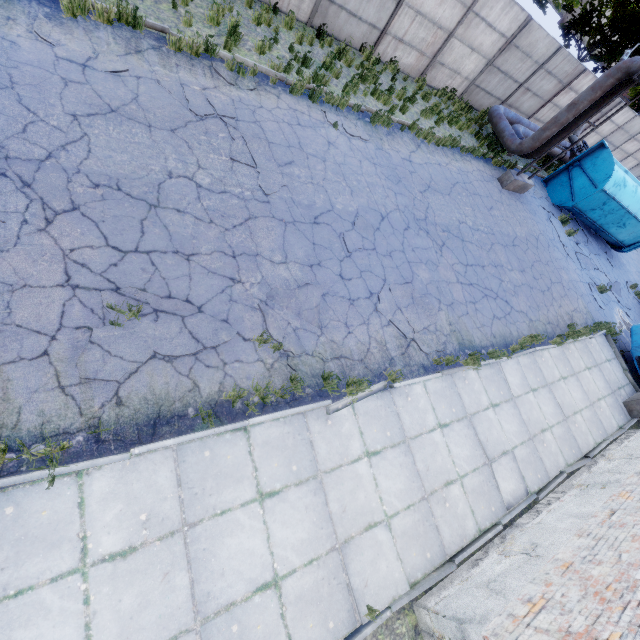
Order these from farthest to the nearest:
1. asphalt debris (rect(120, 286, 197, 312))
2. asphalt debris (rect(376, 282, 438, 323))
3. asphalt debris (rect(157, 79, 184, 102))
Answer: asphalt debris (rect(376, 282, 438, 323)) → asphalt debris (rect(157, 79, 184, 102)) → asphalt debris (rect(120, 286, 197, 312))

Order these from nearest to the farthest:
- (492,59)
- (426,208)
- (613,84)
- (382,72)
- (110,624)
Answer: (110,624)
(426,208)
(613,84)
(382,72)
(492,59)

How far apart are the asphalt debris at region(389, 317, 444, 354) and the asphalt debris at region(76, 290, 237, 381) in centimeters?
329cm

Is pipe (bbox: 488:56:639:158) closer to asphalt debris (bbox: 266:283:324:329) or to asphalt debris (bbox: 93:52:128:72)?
asphalt debris (bbox: 266:283:324:329)

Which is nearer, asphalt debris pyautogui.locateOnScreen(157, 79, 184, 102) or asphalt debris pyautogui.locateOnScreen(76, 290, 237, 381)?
asphalt debris pyautogui.locateOnScreen(76, 290, 237, 381)

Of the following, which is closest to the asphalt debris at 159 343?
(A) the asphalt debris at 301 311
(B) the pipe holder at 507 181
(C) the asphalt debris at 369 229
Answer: (A) the asphalt debris at 301 311

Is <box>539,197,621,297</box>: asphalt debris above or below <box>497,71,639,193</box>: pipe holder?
below

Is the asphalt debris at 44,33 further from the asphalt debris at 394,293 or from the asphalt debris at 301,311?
the asphalt debris at 394,293
